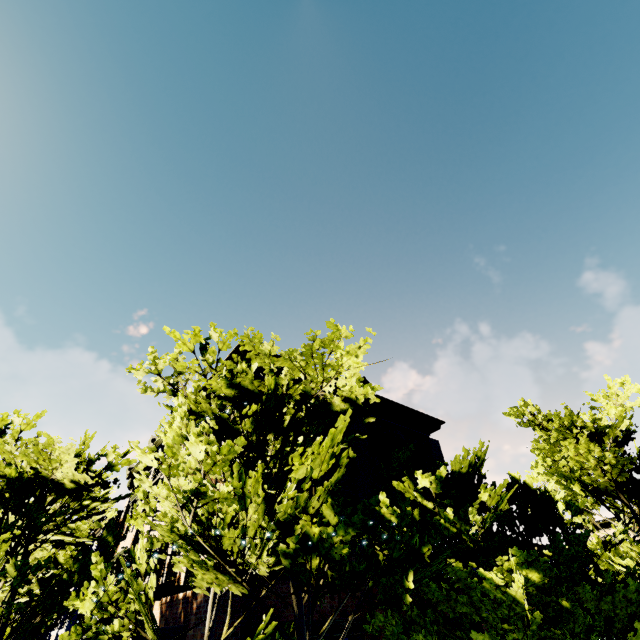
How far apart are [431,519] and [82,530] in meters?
11.5

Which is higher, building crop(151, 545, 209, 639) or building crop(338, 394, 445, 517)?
building crop(338, 394, 445, 517)

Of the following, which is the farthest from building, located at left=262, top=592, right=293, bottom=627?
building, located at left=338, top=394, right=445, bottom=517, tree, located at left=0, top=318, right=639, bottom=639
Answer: building, located at left=338, top=394, right=445, bottom=517

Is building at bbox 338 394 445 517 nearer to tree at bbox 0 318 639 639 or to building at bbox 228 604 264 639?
tree at bbox 0 318 639 639

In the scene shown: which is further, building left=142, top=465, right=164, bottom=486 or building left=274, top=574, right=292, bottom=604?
building left=142, top=465, right=164, bottom=486

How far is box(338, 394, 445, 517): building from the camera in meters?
11.9 m

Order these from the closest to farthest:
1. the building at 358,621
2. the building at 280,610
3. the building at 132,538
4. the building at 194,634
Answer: the building at 194,634, the building at 280,610, the building at 358,621, the building at 132,538

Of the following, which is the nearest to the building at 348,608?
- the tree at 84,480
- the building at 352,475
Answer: the tree at 84,480
